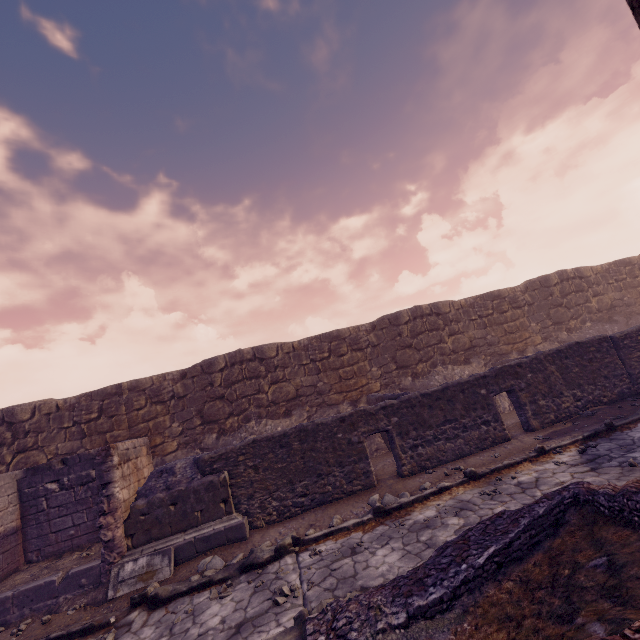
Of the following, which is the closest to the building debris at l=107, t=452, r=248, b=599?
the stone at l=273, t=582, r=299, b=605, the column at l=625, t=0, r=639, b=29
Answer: the stone at l=273, t=582, r=299, b=605

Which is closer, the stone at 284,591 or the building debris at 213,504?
the stone at 284,591

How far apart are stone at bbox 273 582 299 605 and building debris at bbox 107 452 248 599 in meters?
2.2 m

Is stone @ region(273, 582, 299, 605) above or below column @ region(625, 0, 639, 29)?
below

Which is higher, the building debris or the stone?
the building debris

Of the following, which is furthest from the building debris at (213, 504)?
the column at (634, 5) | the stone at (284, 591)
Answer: the column at (634, 5)

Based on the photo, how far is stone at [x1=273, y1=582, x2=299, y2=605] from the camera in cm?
466

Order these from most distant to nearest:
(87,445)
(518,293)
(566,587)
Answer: (518,293) → (87,445) → (566,587)
